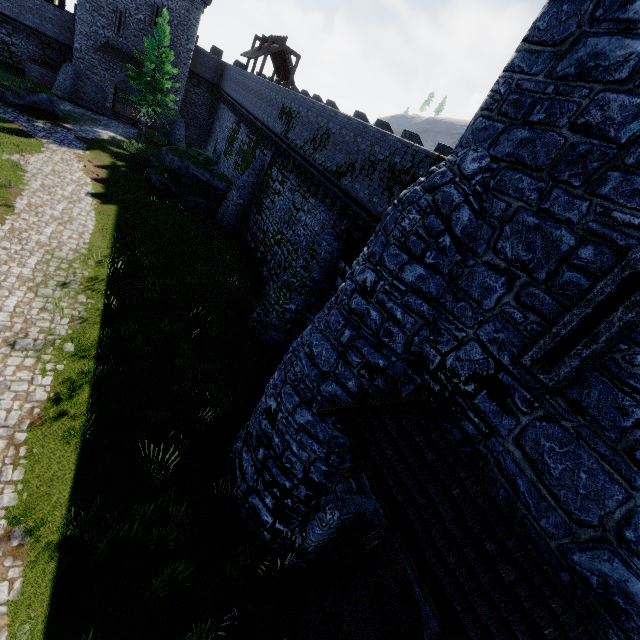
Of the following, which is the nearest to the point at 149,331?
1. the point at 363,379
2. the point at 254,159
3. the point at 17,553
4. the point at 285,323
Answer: the point at 285,323

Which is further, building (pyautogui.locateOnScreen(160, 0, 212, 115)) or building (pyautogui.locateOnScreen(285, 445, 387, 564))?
building (pyautogui.locateOnScreen(160, 0, 212, 115))

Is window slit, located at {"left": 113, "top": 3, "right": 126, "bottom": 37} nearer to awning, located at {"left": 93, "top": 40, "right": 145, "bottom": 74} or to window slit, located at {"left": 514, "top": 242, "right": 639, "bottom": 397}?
awning, located at {"left": 93, "top": 40, "right": 145, "bottom": 74}

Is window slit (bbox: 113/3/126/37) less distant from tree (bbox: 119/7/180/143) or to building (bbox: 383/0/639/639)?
tree (bbox: 119/7/180/143)

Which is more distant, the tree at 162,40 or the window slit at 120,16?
the window slit at 120,16

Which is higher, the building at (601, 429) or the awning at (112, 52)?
the building at (601, 429)

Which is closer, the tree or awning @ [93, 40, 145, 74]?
the tree
